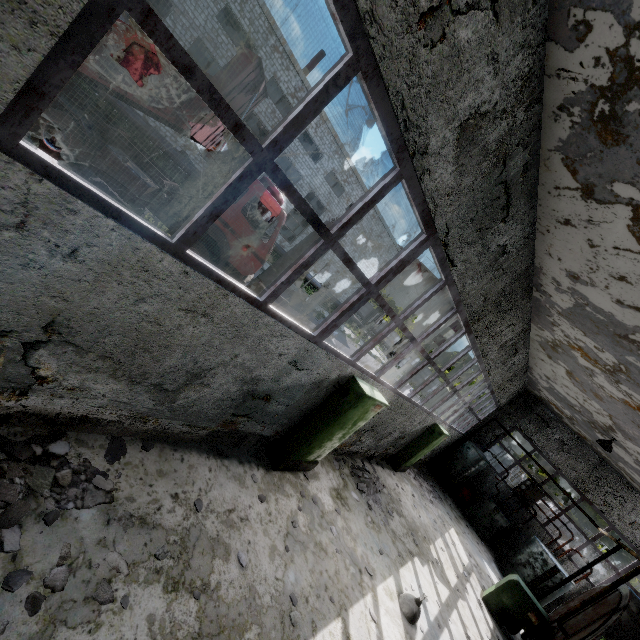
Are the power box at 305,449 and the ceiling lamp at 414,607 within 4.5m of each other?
yes

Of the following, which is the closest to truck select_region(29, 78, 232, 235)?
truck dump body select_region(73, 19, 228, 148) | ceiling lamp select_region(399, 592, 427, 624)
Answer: truck dump body select_region(73, 19, 228, 148)

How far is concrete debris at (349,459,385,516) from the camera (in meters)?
8.90

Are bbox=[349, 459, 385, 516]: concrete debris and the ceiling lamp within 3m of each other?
yes

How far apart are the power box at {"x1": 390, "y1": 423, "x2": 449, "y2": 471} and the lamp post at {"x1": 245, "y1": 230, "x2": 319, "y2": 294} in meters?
8.0 m

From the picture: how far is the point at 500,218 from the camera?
5.22m

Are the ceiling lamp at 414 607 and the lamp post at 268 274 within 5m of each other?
no

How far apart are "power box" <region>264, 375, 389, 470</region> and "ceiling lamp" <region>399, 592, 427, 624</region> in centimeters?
307cm
